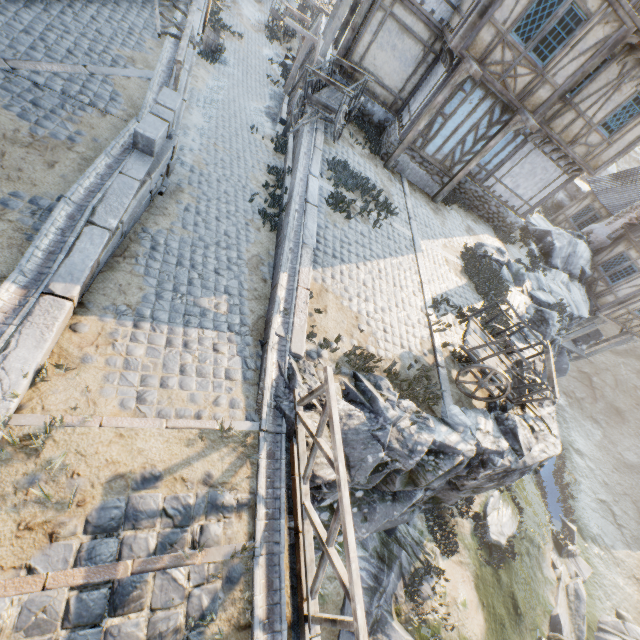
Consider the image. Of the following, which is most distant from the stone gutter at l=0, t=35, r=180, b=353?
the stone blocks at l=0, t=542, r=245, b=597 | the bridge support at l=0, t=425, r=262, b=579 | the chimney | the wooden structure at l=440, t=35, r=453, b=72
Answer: the chimney

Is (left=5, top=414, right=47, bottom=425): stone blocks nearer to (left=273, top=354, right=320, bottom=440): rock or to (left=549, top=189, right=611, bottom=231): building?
(left=273, top=354, right=320, bottom=440): rock

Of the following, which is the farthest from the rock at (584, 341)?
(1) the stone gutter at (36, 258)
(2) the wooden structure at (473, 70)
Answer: (2) the wooden structure at (473, 70)

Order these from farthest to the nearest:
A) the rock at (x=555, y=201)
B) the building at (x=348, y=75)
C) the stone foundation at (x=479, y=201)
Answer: the rock at (x=555, y=201)
the stone foundation at (x=479, y=201)
the building at (x=348, y=75)

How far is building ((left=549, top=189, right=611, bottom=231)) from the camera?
20.88m

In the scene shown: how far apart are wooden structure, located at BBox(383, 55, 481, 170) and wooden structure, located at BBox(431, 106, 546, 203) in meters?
2.3 m

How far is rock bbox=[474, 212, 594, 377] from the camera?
13.0m

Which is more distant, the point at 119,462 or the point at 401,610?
the point at 401,610
